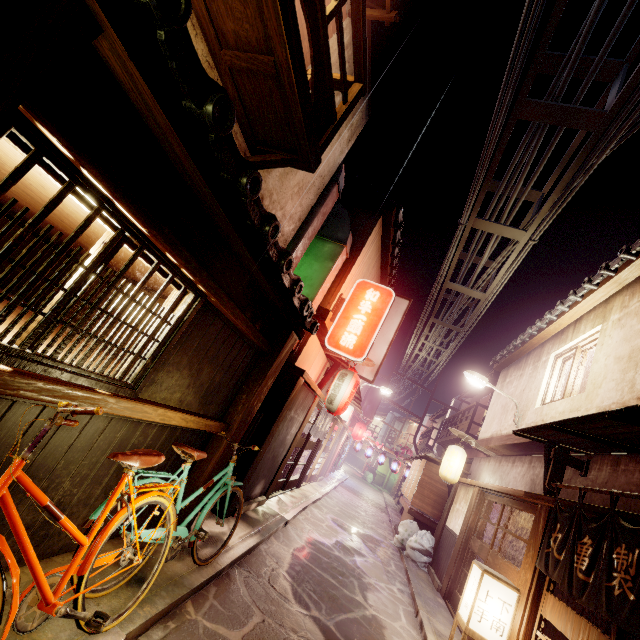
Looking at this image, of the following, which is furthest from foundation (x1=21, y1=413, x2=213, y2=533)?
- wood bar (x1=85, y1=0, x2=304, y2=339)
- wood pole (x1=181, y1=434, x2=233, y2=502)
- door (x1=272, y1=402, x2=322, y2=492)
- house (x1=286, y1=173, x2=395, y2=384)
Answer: door (x1=272, y1=402, x2=322, y2=492)

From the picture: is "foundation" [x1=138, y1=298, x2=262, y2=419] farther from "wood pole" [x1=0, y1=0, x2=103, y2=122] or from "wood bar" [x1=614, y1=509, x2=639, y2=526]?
"wood bar" [x1=614, y1=509, x2=639, y2=526]

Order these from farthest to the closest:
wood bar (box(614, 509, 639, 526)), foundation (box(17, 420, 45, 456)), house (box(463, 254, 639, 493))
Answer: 1. house (box(463, 254, 639, 493))
2. wood bar (box(614, 509, 639, 526))
3. foundation (box(17, 420, 45, 456))

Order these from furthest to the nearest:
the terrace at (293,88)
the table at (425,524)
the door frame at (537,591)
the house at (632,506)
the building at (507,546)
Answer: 1. the table at (425,524)
2. the building at (507,546)
3. the door frame at (537,591)
4. the house at (632,506)
5. the terrace at (293,88)

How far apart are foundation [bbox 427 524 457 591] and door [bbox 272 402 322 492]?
8.7 meters

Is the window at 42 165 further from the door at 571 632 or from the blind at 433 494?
the blind at 433 494

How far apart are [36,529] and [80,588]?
1.2 meters

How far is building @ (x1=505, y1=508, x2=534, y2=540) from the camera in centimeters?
1538cm
